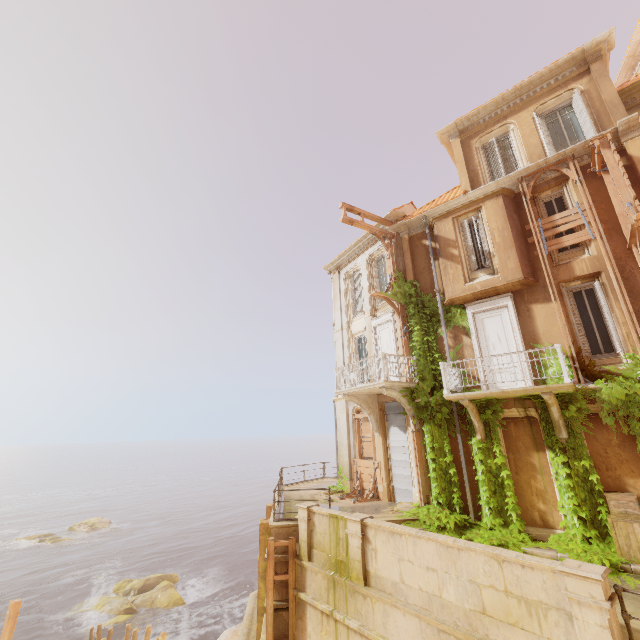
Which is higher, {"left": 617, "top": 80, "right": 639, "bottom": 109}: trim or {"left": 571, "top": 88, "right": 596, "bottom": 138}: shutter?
{"left": 617, "top": 80, "right": 639, "bottom": 109}: trim

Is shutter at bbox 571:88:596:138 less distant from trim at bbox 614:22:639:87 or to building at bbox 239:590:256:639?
trim at bbox 614:22:639:87

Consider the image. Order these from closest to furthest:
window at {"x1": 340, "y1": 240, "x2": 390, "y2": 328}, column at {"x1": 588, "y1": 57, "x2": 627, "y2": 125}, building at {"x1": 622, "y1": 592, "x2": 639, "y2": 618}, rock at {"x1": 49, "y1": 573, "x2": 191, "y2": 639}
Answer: building at {"x1": 622, "y1": 592, "x2": 639, "y2": 618} → column at {"x1": 588, "y1": 57, "x2": 627, "y2": 125} → window at {"x1": 340, "y1": 240, "x2": 390, "y2": 328} → rock at {"x1": 49, "y1": 573, "x2": 191, "y2": 639}

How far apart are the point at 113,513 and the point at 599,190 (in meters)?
71.54

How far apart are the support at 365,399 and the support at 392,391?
2.13m

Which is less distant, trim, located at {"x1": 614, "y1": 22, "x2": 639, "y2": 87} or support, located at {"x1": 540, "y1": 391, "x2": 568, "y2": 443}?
support, located at {"x1": 540, "y1": 391, "x2": 568, "y2": 443}

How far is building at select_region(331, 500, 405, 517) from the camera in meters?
11.6 m

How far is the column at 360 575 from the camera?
8.49m
